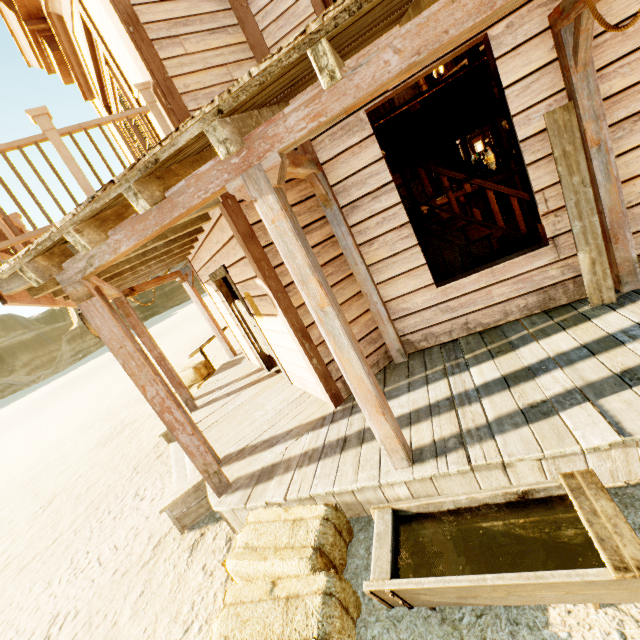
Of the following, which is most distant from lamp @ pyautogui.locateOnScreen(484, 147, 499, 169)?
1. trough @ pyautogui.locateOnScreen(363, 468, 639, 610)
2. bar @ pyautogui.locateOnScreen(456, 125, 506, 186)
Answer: trough @ pyautogui.locateOnScreen(363, 468, 639, 610)

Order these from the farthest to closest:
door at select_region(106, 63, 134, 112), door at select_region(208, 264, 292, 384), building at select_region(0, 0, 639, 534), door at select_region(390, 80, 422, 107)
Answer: door at select_region(390, 80, 422, 107) → door at select_region(208, 264, 292, 384) → door at select_region(106, 63, 134, 112) → building at select_region(0, 0, 639, 534)

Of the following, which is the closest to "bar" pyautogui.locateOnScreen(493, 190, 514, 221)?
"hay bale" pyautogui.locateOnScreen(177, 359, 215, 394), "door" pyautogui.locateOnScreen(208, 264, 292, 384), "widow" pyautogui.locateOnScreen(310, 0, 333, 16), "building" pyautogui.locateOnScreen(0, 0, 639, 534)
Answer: "building" pyautogui.locateOnScreen(0, 0, 639, 534)

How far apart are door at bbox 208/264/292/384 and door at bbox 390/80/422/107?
9.9 meters

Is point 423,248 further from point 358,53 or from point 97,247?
point 97,247

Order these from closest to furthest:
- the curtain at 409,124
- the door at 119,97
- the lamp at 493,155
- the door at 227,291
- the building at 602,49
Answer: the building at 602,49, the curtain at 409,124, the door at 119,97, the door at 227,291, the lamp at 493,155

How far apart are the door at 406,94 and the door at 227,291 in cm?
988

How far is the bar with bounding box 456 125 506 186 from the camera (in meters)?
8.20
